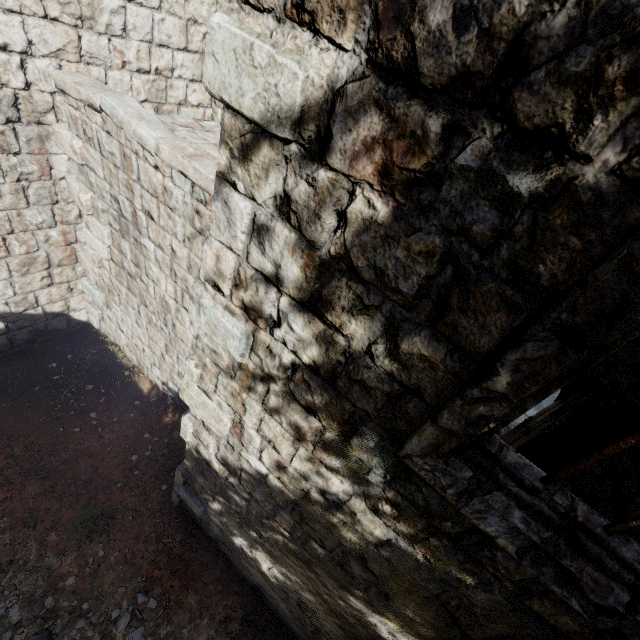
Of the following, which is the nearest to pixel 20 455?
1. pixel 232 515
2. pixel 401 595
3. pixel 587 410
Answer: pixel 232 515
